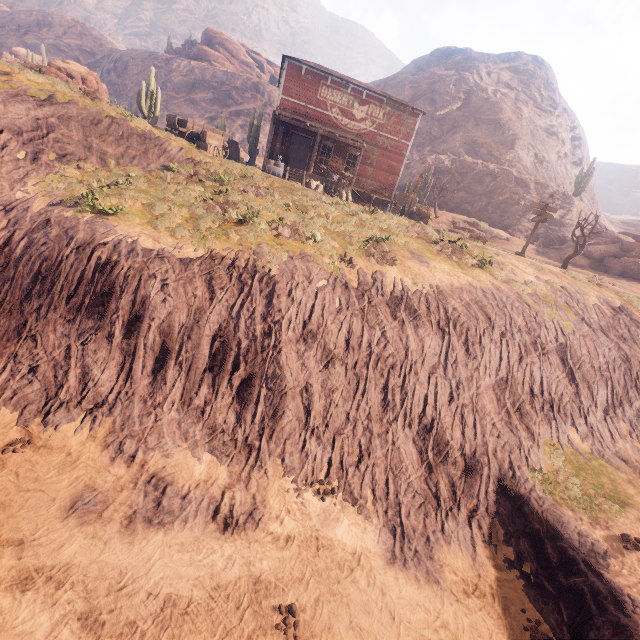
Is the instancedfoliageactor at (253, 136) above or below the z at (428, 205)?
above

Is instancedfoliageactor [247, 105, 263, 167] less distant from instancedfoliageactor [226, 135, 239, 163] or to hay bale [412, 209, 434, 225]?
instancedfoliageactor [226, 135, 239, 163]

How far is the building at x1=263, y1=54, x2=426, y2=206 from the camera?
21.1m

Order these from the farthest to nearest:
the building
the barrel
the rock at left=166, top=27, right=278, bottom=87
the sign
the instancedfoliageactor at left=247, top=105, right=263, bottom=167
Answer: the rock at left=166, top=27, right=278, bottom=87
the instancedfoliageactor at left=247, top=105, right=263, bottom=167
the building
the barrel
the sign

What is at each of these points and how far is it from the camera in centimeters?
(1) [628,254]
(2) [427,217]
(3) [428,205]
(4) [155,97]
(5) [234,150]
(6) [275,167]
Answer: (1) rock, 2503cm
(2) hay bale, 2528cm
(3) z, 3716cm
(4) instancedfoliageactor, 2453cm
(5) instancedfoliageactor, 2444cm
(6) barrel, 1998cm

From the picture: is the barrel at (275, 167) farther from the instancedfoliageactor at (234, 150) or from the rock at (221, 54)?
the rock at (221, 54)

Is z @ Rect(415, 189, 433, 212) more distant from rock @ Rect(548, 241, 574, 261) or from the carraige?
rock @ Rect(548, 241, 574, 261)

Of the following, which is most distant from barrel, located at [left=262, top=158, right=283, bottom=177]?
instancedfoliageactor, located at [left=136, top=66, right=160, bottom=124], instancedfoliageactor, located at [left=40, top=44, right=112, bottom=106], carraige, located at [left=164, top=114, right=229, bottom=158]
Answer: instancedfoliageactor, located at [left=136, top=66, right=160, bottom=124]
